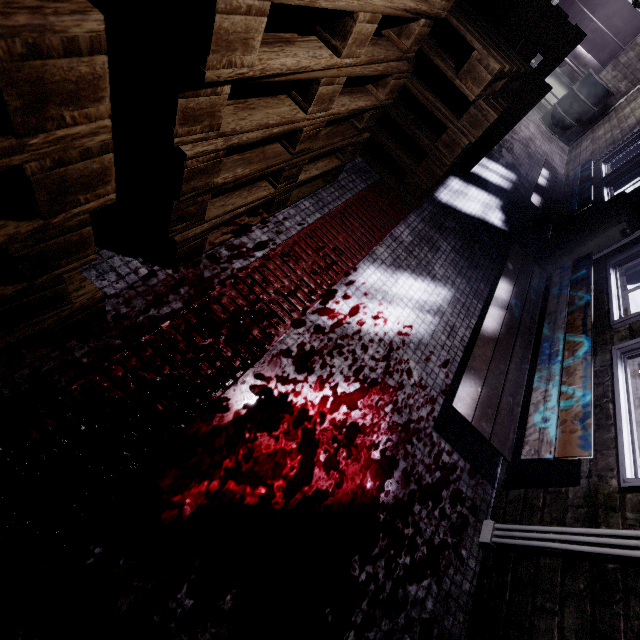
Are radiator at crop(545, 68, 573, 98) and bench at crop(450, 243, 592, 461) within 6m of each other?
no

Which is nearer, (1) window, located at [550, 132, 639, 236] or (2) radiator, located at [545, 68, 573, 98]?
(1) window, located at [550, 132, 639, 236]

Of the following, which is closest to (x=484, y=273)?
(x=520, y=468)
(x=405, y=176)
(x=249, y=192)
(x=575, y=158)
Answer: (x=405, y=176)

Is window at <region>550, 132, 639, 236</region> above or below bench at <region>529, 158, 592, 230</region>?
above

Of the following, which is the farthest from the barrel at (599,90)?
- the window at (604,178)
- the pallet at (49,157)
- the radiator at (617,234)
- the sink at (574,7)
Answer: the radiator at (617,234)

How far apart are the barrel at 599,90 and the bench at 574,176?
3.2 meters

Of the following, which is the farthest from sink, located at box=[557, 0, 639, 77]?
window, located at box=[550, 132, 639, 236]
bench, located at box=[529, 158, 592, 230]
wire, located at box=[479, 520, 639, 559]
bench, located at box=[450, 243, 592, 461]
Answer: wire, located at box=[479, 520, 639, 559]

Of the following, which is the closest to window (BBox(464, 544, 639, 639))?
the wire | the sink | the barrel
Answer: the wire
